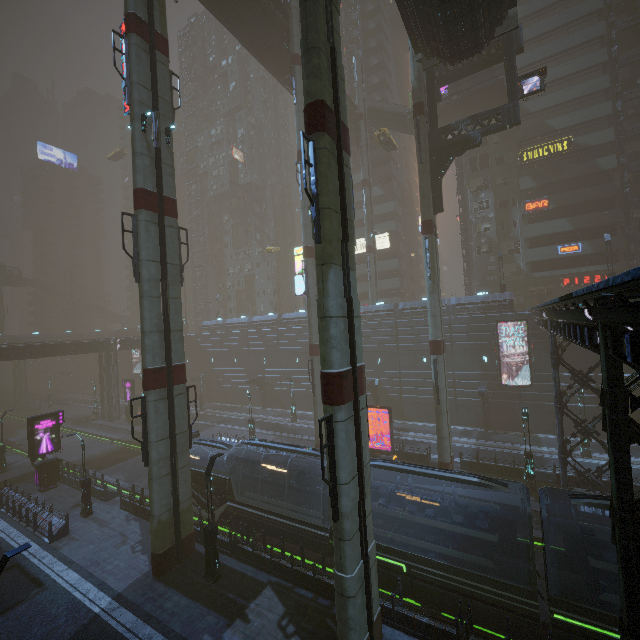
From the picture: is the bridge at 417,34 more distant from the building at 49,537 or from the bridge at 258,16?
the bridge at 258,16

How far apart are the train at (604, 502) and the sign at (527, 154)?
40.46m

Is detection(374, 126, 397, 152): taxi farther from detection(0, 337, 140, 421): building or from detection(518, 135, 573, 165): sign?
detection(518, 135, 573, 165): sign

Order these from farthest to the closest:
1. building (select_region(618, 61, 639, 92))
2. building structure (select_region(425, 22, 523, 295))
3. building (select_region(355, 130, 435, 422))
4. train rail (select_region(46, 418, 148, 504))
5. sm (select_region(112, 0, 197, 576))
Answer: building (select_region(355, 130, 435, 422))
building (select_region(618, 61, 639, 92))
train rail (select_region(46, 418, 148, 504))
building structure (select_region(425, 22, 523, 295))
sm (select_region(112, 0, 197, 576))

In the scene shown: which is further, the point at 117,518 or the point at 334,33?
the point at 117,518

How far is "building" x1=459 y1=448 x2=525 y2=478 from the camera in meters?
23.0 m

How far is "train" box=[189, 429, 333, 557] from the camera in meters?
16.0 m
